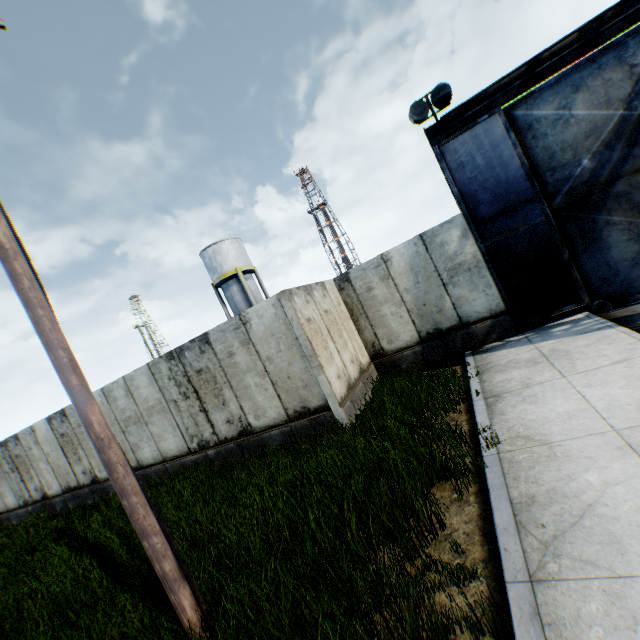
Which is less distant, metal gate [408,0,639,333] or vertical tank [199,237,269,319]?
metal gate [408,0,639,333]

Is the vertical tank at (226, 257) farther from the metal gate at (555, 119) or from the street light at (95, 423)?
the street light at (95, 423)

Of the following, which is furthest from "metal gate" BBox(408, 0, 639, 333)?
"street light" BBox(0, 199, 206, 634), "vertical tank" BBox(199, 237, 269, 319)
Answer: "vertical tank" BBox(199, 237, 269, 319)

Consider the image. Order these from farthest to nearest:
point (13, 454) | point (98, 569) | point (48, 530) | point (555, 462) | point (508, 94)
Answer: point (13, 454) → point (48, 530) → point (508, 94) → point (98, 569) → point (555, 462)

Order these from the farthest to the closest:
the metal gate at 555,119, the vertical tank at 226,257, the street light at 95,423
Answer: the vertical tank at 226,257, the metal gate at 555,119, the street light at 95,423

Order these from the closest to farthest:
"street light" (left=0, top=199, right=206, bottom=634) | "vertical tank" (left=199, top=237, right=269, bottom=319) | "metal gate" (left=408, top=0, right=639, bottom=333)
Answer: "street light" (left=0, top=199, right=206, bottom=634)
"metal gate" (left=408, top=0, right=639, bottom=333)
"vertical tank" (left=199, top=237, right=269, bottom=319)

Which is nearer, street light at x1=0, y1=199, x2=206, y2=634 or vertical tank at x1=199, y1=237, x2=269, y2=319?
street light at x1=0, y1=199, x2=206, y2=634
